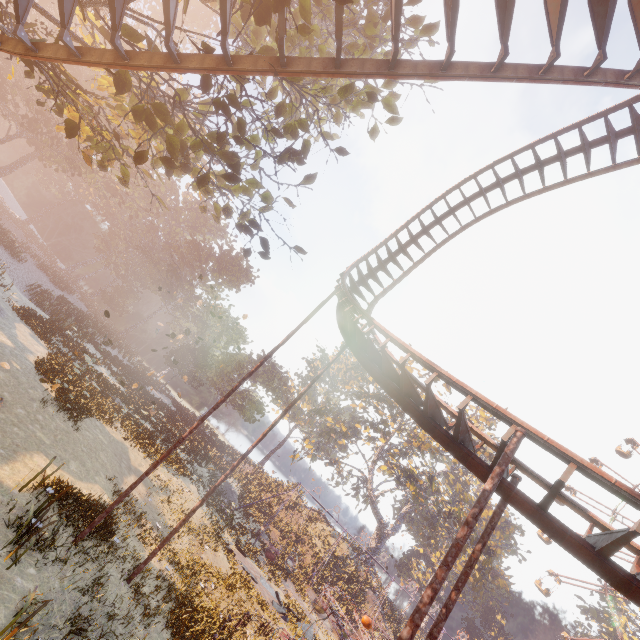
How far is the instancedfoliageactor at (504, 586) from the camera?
52.3m

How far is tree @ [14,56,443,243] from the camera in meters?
Result: 6.9 m

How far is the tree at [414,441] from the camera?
37.6m

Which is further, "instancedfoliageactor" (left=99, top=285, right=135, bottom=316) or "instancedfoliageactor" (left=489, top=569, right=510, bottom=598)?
"instancedfoliageactor" (left=99, top=285, right=135, bottom=316)

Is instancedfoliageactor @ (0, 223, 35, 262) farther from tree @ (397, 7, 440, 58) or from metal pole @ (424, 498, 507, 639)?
metal pole @ (424, 498, 507, 639)

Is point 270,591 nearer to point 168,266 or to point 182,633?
point 182,633

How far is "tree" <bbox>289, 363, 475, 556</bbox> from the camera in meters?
37.6 m

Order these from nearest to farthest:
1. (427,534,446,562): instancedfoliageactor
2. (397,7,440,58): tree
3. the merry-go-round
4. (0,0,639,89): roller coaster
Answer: (0,0,639,89): roller coaster
(397,7,440,58): tree
the merry-go-round
(427,534,446,562): instancedfoliageactor
